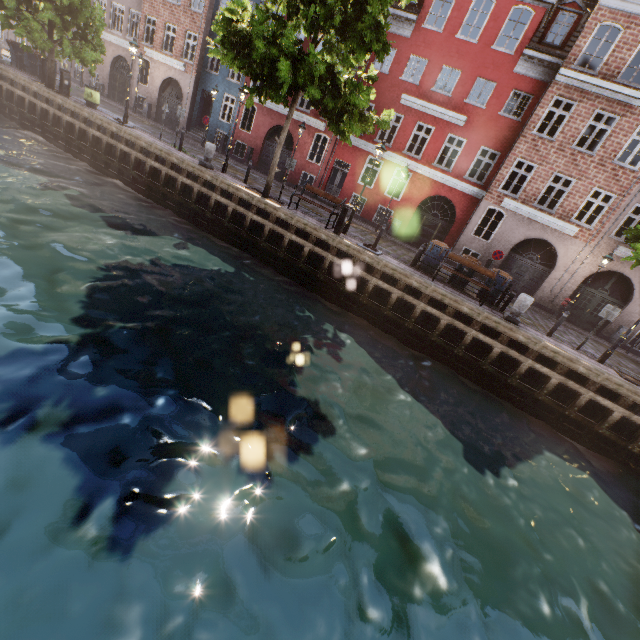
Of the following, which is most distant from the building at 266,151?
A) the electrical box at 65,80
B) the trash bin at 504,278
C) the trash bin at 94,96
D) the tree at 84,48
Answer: the electrical box at 65,80

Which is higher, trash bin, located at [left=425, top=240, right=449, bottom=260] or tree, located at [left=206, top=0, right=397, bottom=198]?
tree, located at [left=206, top=0, right=397, bottom=198]

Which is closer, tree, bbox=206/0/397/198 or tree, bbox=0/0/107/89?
tree, bbox=206/0/397/198

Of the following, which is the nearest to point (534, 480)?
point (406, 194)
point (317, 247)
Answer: point (317, 247)

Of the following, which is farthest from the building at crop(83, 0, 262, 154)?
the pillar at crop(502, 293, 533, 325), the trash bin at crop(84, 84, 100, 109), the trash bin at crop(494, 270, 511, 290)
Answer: the pillar at crop(502, 293, 533, 325)

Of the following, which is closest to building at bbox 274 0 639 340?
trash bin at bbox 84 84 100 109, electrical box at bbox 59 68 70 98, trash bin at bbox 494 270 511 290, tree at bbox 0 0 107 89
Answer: tree at bbox 0 0 107 89

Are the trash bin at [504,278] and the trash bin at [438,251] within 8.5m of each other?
yes

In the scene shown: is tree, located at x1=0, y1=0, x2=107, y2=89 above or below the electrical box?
above
